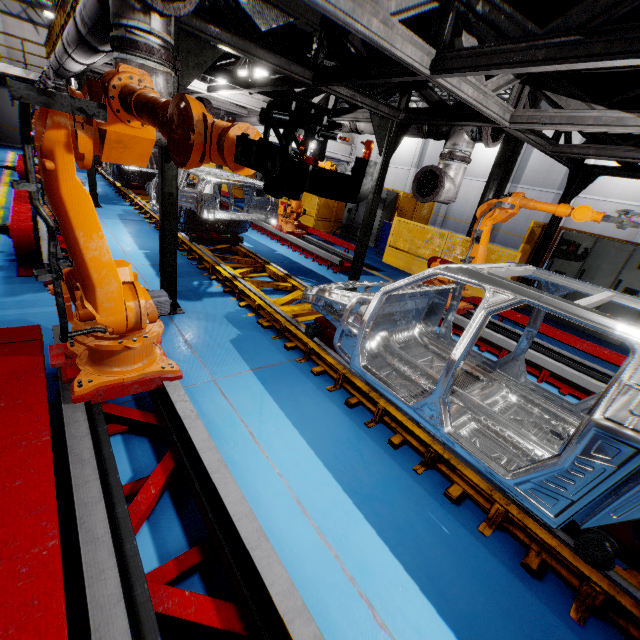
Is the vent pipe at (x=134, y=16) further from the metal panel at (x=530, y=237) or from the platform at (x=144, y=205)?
the metal panel at (x=530, y=237)

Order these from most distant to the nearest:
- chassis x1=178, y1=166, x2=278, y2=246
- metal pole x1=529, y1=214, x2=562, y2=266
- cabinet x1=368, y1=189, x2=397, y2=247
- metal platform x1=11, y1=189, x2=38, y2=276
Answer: cabinet x1=368, y1=189, x2=397, y2=247, metal pole x1=529, y1=214, x2=562, y2=266, chassis x1=178, y1=166, x2=278, y2=246, metal platform x1=11, y1=189, x2=38, y2=276

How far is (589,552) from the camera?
2.18m

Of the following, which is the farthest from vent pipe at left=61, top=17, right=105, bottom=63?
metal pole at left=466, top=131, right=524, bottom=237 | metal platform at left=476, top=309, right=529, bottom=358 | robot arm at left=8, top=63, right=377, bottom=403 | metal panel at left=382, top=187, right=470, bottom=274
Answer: metal pole at left=466, top=131, right=524, bottom=237

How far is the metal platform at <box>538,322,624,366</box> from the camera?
5.1 meters

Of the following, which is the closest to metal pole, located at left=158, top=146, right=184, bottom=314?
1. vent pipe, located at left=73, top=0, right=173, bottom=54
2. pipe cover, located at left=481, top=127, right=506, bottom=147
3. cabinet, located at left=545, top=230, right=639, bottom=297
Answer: vent pipe, located at left=73, top=0, right=173, bottom=54

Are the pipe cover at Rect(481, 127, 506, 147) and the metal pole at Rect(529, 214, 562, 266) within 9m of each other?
yes

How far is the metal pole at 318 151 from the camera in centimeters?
1399cm
